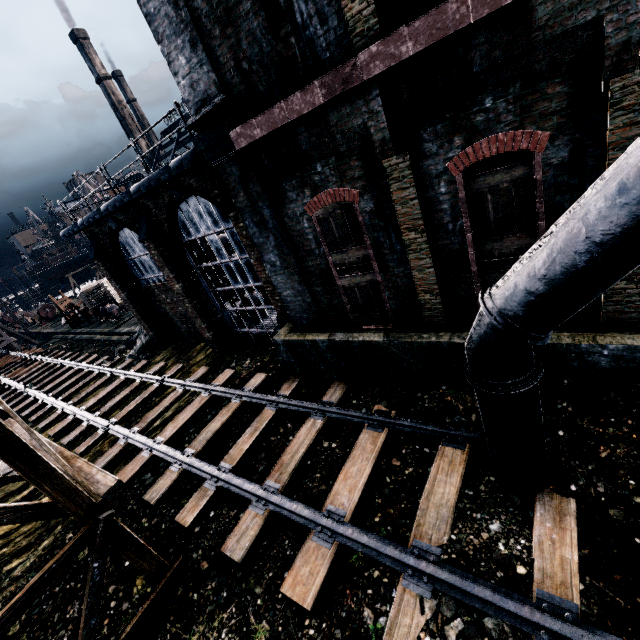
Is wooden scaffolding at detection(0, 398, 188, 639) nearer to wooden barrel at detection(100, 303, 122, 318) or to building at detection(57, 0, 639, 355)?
building at detection(57, 0, 639, 355)

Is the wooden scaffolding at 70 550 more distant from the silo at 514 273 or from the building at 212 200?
the silo at 514 273

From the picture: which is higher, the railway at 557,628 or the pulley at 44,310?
the pulley at 44,310

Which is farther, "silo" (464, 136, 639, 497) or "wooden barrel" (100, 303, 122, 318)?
"wooden barrel" (100, 303, 122, 318)

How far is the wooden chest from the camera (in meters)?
32.28

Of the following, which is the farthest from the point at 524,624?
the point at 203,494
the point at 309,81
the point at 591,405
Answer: the point at 309,81

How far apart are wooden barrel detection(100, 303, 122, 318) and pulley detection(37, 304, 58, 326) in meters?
24.1 m

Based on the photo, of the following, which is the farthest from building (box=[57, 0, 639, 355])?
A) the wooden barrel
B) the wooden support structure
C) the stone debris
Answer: the wooden support structure
